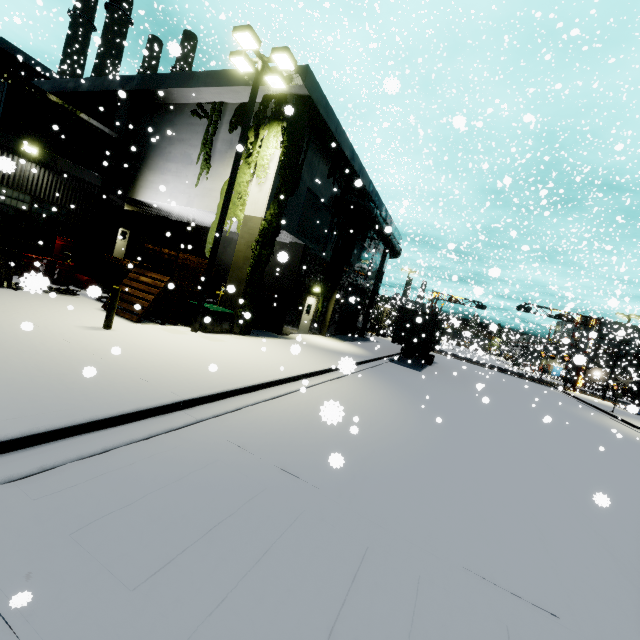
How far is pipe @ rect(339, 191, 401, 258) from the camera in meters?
19.7

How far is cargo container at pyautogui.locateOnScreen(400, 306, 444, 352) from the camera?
19.62m

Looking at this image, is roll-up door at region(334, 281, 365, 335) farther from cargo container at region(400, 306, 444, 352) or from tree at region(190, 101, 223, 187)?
tree at region(190, 101, 223, 187)

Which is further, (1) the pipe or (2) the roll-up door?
(2) the roll-up door

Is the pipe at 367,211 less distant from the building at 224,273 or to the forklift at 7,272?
the building at 224,273

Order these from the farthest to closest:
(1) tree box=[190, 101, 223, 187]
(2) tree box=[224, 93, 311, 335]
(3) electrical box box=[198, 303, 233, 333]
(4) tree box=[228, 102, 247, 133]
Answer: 1. (1) tree box=[190, 101, 223, 187]
2. (4) tree box=[228, 102, 247, 133]
3. (2) tree box=[224, 93, 311, 335]
4. (3) electrical box box=[198, 303, 233, 333]

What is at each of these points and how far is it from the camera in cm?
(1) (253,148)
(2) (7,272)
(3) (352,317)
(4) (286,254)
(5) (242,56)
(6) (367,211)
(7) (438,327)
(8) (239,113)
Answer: (1) tree, 1380
(2) forklift, 1135
(3) roll-up door, 2920
(4) building, 443
(5) light, 1099
(6) pipe, 2028
(7) cargo container, 2377
(8) tree, 1426

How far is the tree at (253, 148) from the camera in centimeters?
1278cm
